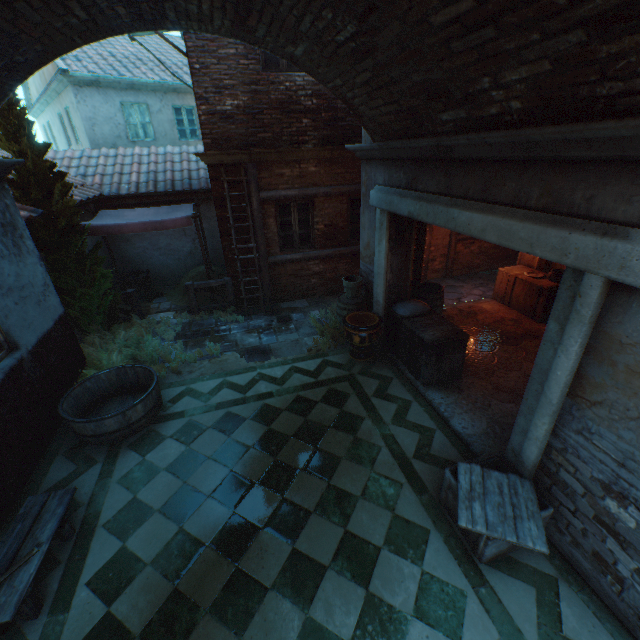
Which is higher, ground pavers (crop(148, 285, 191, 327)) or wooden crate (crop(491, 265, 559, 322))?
wooden crate (crop(491, 265, 559, 322))

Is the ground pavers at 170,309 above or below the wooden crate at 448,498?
below

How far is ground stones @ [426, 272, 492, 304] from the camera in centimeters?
913cm

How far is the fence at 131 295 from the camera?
8.1m

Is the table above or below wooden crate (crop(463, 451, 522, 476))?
below

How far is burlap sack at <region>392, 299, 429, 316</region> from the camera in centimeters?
604cm

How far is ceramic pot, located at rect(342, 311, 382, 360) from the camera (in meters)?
6.20

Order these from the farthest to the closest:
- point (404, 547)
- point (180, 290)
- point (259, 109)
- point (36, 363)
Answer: point (180, 290) → point (259, 109) → point (36, 363) → point (404, 547)
